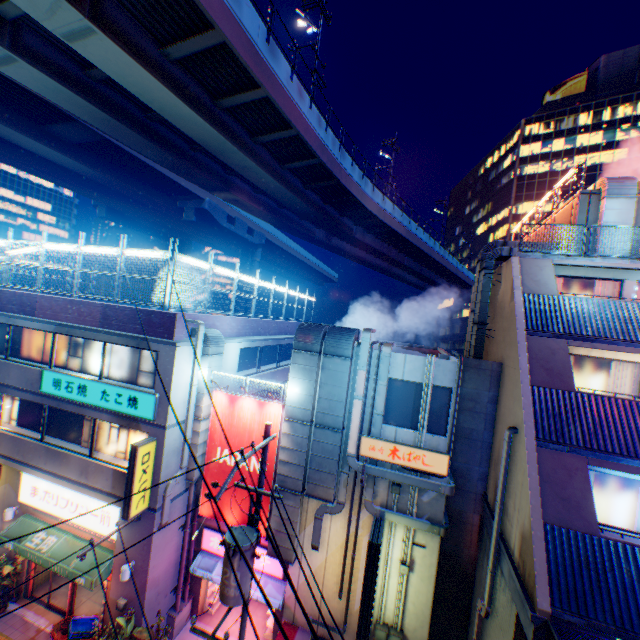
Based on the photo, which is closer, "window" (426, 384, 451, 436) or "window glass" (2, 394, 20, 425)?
"window" (426, 384, 451, 436)

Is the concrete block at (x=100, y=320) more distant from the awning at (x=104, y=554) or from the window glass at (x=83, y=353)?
the awning at (x=104, y=554)

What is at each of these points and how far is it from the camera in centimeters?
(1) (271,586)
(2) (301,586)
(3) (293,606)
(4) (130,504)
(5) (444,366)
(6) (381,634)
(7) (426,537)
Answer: (1) awning, 1230cm
(2) building, 1173cm
(3) building, 1179cm
(4) sign, 1076cm
(5) building, 1059cm
(6) electric box, 1052cm
(7) building, 1058cm

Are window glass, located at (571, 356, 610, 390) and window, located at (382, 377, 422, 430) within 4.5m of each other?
no

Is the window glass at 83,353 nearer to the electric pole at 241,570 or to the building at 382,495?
the electric pole at 241,570

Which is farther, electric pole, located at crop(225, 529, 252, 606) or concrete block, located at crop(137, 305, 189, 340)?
concrete block, located at crop(137, 305, 189, 340)

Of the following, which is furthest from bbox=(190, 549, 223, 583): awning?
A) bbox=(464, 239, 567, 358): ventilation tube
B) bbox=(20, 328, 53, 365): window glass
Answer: bbox=(464, 239, 567, 358): ventilation tube

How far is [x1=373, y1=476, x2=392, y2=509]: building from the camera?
10.95m
